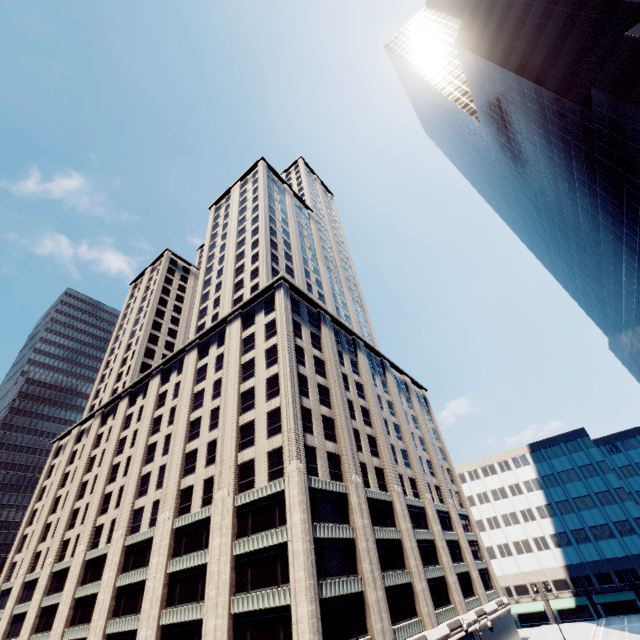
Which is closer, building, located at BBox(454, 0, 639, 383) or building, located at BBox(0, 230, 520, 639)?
building, located at BBox(0, 230, 520, 639)

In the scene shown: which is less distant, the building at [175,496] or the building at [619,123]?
the building at [175,496]

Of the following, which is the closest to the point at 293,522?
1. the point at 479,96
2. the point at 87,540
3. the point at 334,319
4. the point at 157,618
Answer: the point at 157,618
